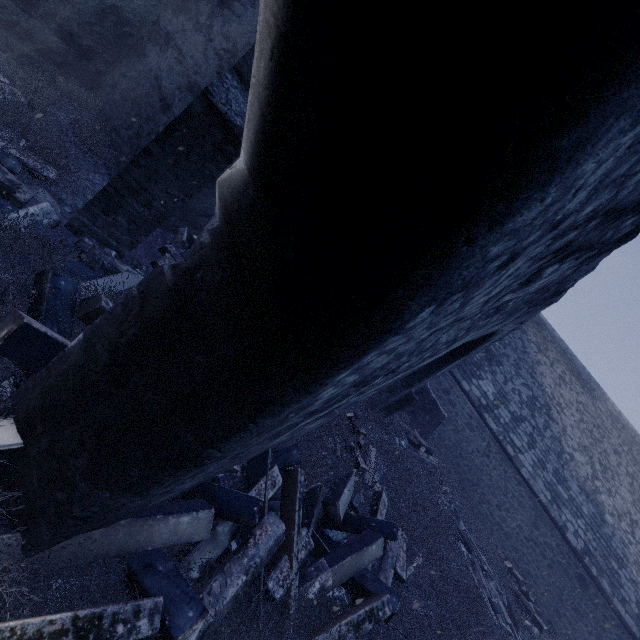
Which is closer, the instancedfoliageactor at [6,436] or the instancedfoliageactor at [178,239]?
the instancedfoliageactor at [6,436]

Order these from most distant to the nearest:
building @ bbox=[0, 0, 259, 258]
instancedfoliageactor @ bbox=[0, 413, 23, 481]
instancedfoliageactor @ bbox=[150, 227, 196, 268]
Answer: instancedfoliageactor @ bbox=[150, 227, 196, 268] < building @ bbox=[0, 0, 259, 258] < instancedfoliageactor @ bbox=[0, 413, 23, 481]

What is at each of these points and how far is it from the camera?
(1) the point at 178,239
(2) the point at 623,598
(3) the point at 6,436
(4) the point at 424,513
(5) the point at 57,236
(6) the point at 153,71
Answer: (1) instancedfoliageactor, 5.3 meters
(2) building, 12.0 meters
(3) instancedfoliageactor, 1.6 meters
(4) instancedfoliageactor, 7.7 meters
(5) instancedfoliageactor, 3.0 meters
(6) building, 4.8 meters

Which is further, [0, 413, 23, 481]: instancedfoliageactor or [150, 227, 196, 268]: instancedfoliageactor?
[150, 227, 196, 268]: instancedfoliageactor

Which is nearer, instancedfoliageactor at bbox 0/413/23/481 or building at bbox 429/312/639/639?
instancedfoliageactor at bbox 0/413/23/481

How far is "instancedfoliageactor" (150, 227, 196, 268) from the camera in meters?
4.5
